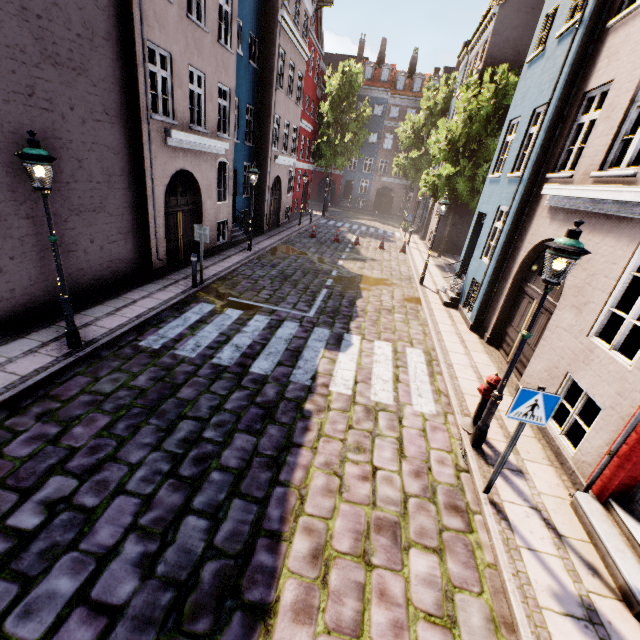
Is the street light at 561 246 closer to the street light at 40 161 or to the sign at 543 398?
the sign at 543 398

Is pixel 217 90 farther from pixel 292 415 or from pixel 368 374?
pixel 292 415

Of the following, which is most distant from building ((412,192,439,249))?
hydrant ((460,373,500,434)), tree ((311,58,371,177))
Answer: tree ((311,58,371,177))

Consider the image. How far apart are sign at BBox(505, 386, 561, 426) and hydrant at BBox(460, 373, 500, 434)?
1.5m

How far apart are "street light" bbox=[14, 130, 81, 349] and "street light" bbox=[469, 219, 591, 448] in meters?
7.5 m

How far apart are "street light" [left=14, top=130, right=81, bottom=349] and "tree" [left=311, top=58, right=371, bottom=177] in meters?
30.4

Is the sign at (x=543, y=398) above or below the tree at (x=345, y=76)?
below

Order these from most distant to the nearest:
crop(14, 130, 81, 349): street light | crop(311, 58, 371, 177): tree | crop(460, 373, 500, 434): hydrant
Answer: crop(311, 58, 371, 177): tree, crop(460, 373, 500, 434): hydrant, crop(14, 130, 81, 349): street light
